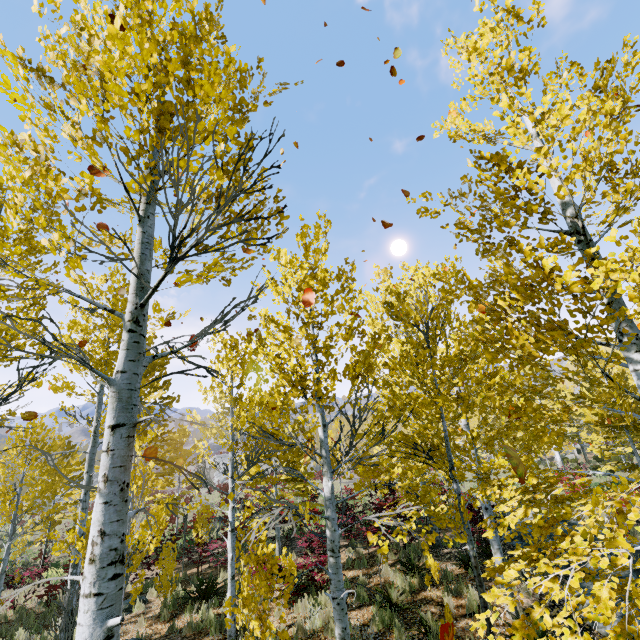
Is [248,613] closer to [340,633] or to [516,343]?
[340,633]
